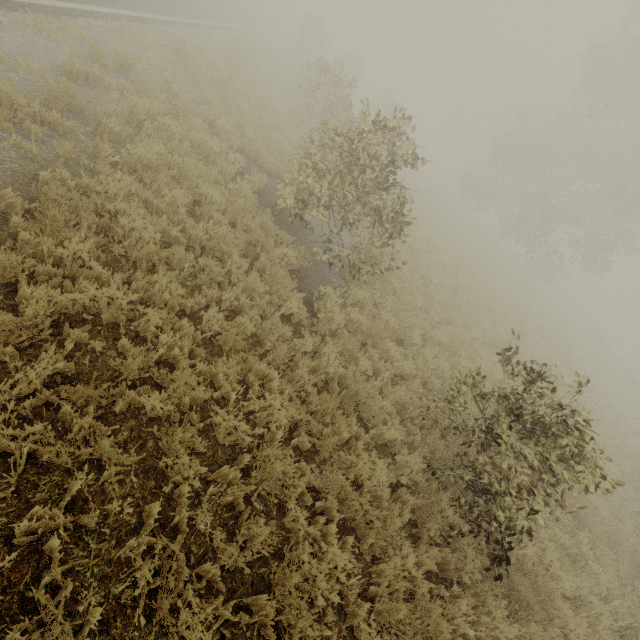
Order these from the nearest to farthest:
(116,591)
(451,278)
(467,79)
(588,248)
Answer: (116,591) < (451,278) < (588,248) < (467,79)

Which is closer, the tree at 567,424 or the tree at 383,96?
the tree at 567,424

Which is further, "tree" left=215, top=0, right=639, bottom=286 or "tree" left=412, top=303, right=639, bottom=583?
"tree" left=215, top=0, right=639, bottom=286
